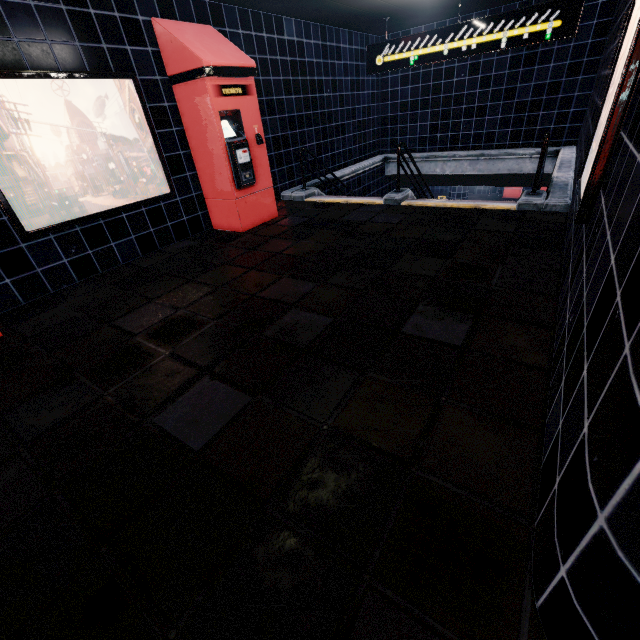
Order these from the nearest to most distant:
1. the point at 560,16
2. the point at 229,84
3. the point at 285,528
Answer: the point at 285,528 < the point at 229,84 < the point at 560,16
